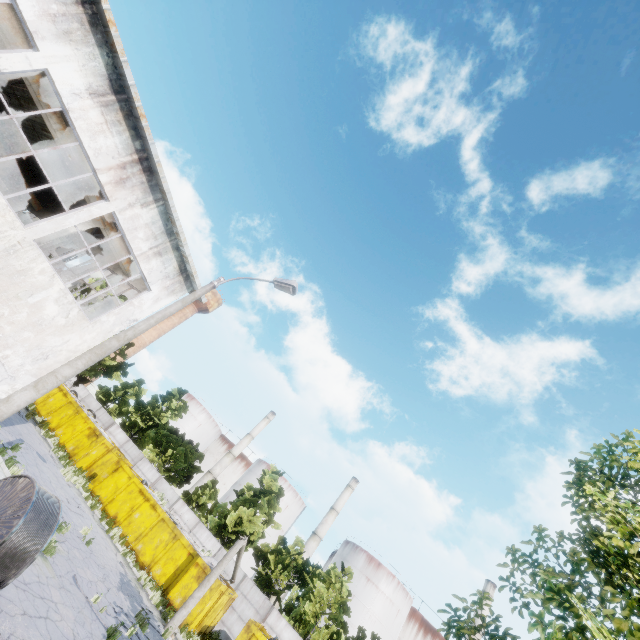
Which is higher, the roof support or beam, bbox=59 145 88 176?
the roof support

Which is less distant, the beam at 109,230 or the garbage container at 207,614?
the beam at 109,230

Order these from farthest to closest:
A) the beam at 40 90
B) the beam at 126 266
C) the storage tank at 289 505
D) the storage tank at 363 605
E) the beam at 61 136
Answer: the storage tank at 289 505 < the storage tank at 363 605 < the beam at 126 266 < the beam at 61 136 < the beam at 40 90

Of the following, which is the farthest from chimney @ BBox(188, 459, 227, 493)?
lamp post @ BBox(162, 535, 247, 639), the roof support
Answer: the roof support

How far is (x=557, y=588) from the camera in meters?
5.8 m

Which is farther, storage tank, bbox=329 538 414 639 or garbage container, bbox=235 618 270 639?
storage tank, bbox=329 538 414 639

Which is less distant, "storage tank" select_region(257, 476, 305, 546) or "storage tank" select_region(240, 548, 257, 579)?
"storage tank" select_region(240, 548, 257, 579)

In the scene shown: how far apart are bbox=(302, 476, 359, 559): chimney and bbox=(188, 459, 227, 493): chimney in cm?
1852
